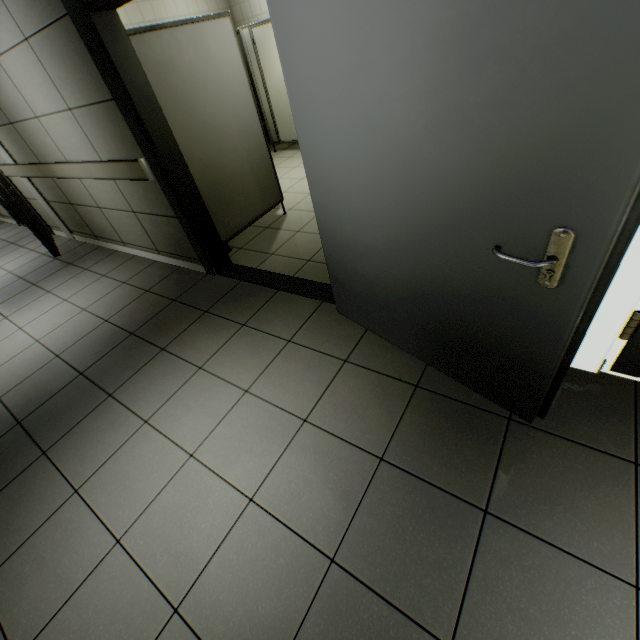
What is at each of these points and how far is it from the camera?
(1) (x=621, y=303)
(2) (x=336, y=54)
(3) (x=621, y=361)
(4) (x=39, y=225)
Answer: (1) doorway, 1.47m
(2) door, 1.26m
(3) door, 1.66m
(4) door, 4.87m

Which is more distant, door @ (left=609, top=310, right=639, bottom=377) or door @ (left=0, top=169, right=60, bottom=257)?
door @ (left=0, top=169, right=60, bottom=257)

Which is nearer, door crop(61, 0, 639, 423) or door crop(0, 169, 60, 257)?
door crop(61, 0, 639, 423)

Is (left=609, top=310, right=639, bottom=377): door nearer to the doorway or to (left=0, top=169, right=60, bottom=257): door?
the doorway

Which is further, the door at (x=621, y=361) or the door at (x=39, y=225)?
the door at (x=39, y=225)

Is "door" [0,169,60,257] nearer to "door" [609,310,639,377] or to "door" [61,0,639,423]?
"door" [61,0,639,423]

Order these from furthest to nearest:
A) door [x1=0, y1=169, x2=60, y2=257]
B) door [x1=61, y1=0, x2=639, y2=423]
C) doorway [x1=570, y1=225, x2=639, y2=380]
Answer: door [x1=0, y1=169, x2=60, y2=257] < doorway [x1=570, y1=225, x2=639, y2=380] < door [x1=61, y1=0, x2=639, y2=423]

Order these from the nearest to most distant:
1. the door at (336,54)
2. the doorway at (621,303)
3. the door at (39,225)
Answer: the door at (336,54), the doorway at (621,303), the door at (39,225)
